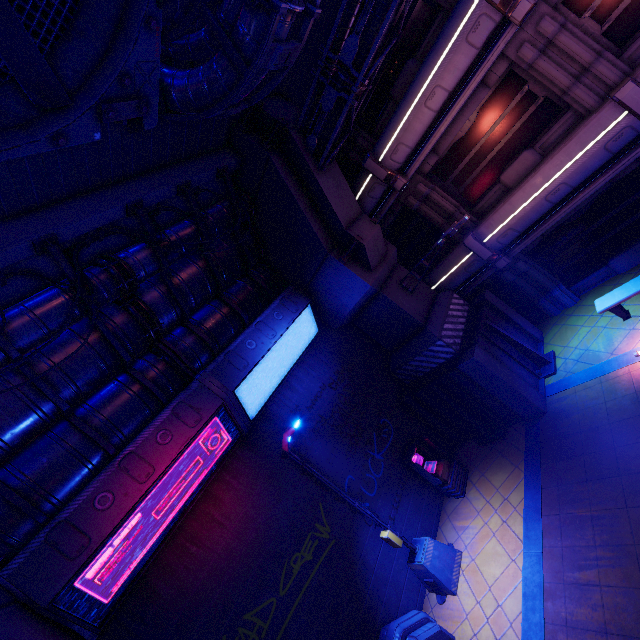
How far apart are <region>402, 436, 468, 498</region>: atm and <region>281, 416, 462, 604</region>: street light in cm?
131

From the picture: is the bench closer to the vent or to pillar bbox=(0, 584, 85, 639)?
pillar bbox=(0, 584, 85, 639)

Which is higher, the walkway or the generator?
the walkway

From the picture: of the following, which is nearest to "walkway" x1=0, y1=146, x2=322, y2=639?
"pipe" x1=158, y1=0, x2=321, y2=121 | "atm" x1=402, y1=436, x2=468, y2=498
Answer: "pipe" x1=158, y1=0, x2=321, y2=121

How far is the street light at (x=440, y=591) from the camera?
8.4m

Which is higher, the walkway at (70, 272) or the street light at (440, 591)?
the walkway at (70, 272)

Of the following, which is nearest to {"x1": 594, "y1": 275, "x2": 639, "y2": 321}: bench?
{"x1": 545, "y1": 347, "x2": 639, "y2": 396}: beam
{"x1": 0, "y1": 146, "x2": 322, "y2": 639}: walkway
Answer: {"x1": 545, "y1": 347, "x2": 639, "y2": 396}: beam

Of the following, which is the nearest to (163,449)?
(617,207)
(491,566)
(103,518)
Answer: (103,518)
